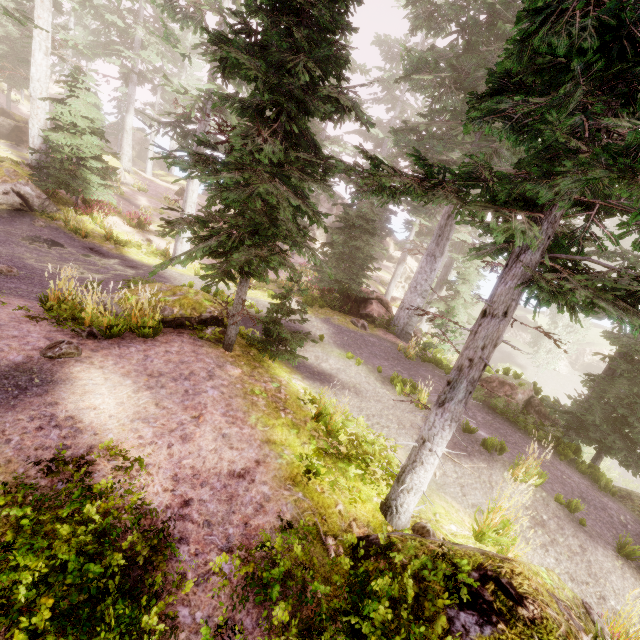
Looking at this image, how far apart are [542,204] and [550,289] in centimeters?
97cm

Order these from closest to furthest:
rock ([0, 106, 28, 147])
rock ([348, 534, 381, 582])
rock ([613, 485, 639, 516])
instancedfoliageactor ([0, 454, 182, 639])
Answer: instancedfoliageactor ([0, 454, 182, 639]) < rock ([348, 534, 381, 582]) < rock ([613, 485, 639, 516]) < rock ([0, 106, 28, 147])

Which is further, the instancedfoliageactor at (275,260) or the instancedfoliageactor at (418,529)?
the instancedfoliageactor at (418,529)

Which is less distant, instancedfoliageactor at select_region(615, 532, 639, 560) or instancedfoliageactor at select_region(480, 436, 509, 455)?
instancedfoliageactor at select_region(615, 532, 639, 560)

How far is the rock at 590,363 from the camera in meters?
33.9

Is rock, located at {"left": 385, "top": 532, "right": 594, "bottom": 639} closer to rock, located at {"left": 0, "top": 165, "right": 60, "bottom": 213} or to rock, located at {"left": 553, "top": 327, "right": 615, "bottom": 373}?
rock, located at {"left": 553, "top": 327, "right": 615, "bottom": 373}

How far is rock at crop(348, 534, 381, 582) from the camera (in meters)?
3.71

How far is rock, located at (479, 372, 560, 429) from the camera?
11.1 meters
